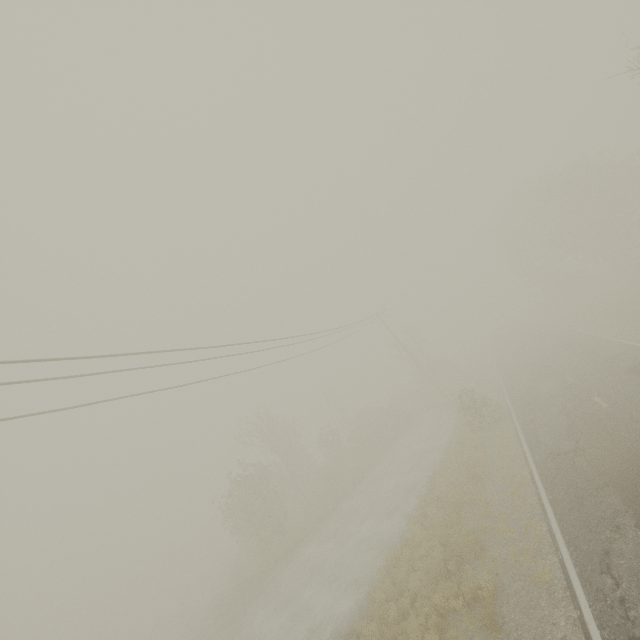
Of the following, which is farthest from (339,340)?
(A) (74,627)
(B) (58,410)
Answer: (A) (74,627)
